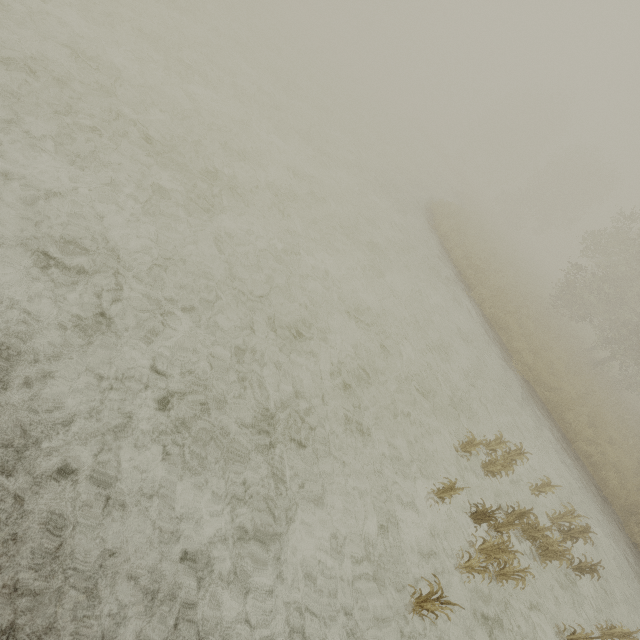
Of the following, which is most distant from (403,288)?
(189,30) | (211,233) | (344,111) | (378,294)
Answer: (344,111)
